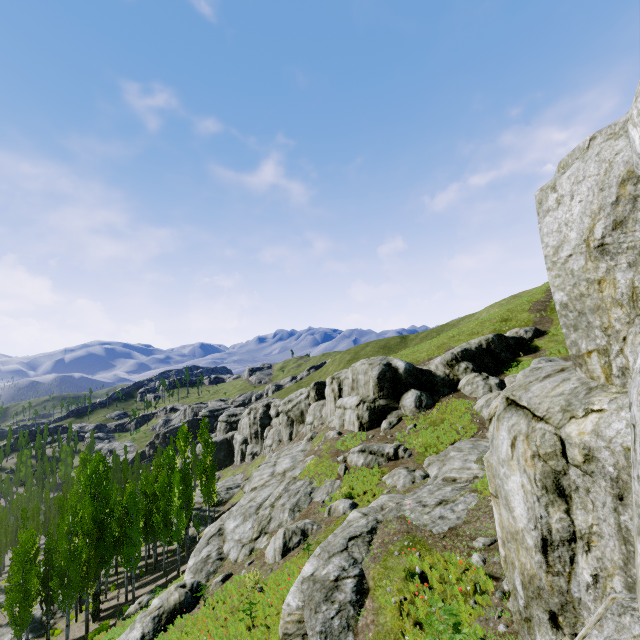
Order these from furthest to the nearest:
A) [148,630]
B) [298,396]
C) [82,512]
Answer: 1. [298,396]
2. [82,512]
3. [148,630]

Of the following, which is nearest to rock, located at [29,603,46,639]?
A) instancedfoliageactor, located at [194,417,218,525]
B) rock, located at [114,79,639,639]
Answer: instancedfoliageactor, located at [194,417,218,525]

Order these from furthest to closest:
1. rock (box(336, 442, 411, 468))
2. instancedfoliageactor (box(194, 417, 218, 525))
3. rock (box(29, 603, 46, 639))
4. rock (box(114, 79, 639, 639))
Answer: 1. instancedfoliageactor (box(194, 417, 218, 525))
2. rock (box(29, 603, 46, 639))
3. rock (box(336, 442, 411, 468))
4. rock (box(114, 79, 639, 639))

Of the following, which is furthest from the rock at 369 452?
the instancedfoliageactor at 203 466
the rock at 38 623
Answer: the rock at 38 623

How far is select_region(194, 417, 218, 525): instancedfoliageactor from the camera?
34.6 meters

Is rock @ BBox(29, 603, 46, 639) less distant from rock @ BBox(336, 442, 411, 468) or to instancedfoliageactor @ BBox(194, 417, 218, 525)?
instancedfoliageactor @ BBox(194, 417, 218, 525)
